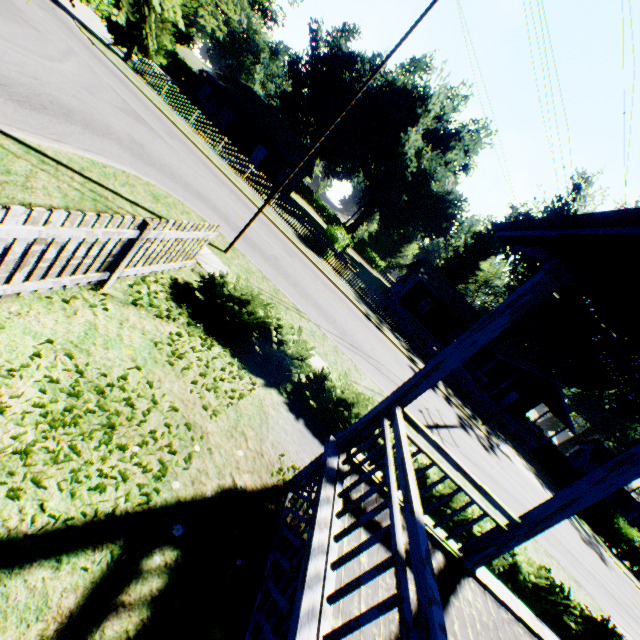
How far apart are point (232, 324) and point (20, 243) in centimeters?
369cm

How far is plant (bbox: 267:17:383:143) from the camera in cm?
4266

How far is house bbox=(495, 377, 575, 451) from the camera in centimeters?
3119cm

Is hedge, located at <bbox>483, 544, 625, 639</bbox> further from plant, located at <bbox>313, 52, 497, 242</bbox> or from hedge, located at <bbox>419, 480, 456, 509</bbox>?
plant, located at <bbox>313, 52, 497, 242</bbox>

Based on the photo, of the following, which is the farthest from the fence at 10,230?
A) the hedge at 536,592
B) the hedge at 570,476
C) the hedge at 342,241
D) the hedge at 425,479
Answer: the hedge at 570,476

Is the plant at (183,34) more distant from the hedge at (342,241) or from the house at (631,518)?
the house at (631,518)

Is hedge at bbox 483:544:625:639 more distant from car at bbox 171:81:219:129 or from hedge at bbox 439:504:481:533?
car at bbox 171:81:219:129

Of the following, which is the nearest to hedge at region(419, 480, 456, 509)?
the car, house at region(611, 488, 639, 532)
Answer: the car
